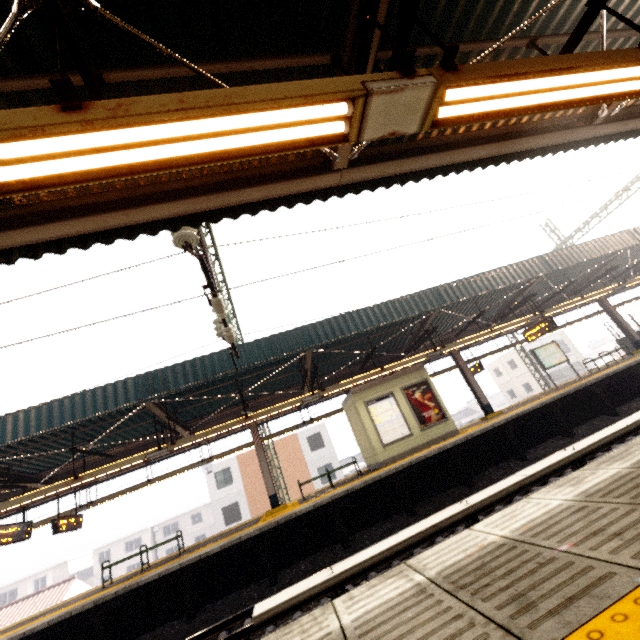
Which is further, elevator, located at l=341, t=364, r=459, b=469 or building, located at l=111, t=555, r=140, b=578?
→ building, located at l=111, t=555, r=140, b=578

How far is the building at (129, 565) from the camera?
44.3 meters

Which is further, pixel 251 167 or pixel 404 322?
pixel 404 322

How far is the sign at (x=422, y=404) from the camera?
12.5m

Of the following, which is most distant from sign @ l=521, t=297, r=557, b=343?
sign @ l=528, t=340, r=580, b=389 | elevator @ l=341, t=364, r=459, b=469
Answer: elevator @ l=341, t=364, r=459, b=469

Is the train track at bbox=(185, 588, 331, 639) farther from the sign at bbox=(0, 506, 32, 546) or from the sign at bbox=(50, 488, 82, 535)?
the sign at bbox=(50, 488, 82, 535)

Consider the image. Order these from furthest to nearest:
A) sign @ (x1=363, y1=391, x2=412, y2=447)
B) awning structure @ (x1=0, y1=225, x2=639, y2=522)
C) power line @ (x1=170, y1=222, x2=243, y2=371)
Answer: sign @ (x1=363, y1=391, x2=412, y2=447) < awning structure @ (x1=0, y1=225, x2=639, y2=522) < power line @ (x1=170, y1=222, x2=243, y2=371)

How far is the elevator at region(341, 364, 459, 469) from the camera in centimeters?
1191cm
